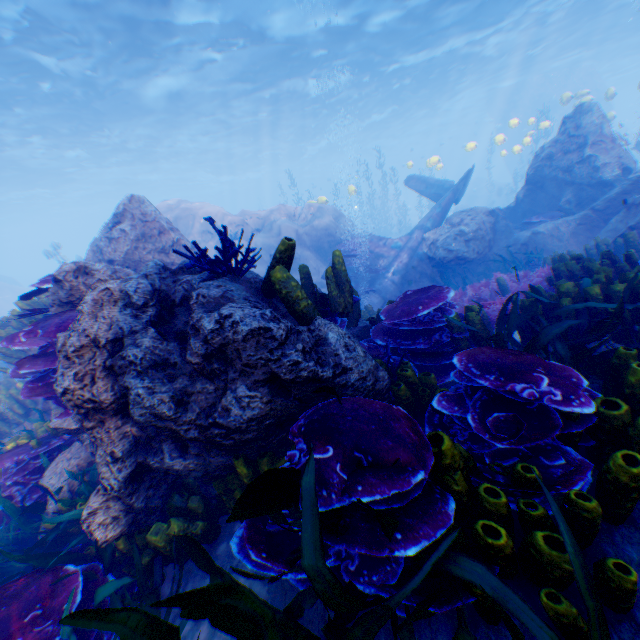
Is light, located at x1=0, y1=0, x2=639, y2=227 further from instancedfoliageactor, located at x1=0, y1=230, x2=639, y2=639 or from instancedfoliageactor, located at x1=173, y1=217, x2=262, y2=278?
instancedfoliageactor, located at x1=173, y1=217, x2=262, y2=278

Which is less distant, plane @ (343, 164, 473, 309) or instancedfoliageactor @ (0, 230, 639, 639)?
instancedfoliageactor @ (0, 230, 639, 639)

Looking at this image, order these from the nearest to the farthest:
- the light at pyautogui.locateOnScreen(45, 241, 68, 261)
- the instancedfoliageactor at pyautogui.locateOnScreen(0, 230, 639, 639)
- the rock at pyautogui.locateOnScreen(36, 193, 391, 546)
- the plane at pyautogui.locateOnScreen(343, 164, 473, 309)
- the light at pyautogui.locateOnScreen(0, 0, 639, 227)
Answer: the instancedfoliageactor at pyautogui.locateOnScreen(0, 230, 639, 639)
the rock at pyautogui.locateOnScreen(36, 193, 391, 546)
the plane at pyautogui.locateOnScreen(343, 164, 473, 309)
the light at pyautogui.locateOnScreen(0, 0, 639, 227)
the light at pyautogui.locateOnScreen(45, 241, 68, 261)

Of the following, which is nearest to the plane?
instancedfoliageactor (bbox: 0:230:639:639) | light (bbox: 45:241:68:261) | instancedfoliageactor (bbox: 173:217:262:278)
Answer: instancedfoliageactor (bbox: 0:230:639:639)

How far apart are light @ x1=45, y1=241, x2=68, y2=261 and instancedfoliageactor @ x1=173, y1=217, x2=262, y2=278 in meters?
19.4

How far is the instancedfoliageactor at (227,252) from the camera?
2.7m

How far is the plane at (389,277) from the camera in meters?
11.7 m

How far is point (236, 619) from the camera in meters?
1.2 m
